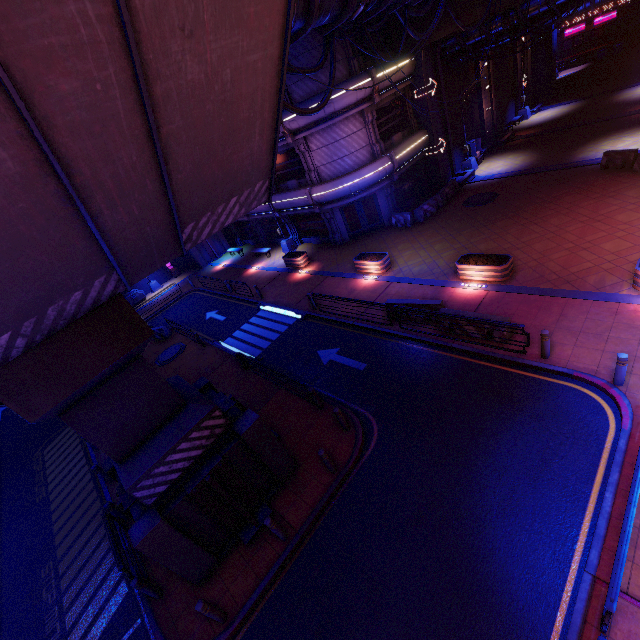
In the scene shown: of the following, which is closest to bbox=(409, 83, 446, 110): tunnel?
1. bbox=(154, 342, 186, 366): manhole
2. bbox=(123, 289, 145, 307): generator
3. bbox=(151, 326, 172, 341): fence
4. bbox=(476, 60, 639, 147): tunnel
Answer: bbox=(476, 60, 639, 147): tunnel

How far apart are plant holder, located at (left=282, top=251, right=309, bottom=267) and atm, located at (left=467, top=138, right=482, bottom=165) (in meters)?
16.10

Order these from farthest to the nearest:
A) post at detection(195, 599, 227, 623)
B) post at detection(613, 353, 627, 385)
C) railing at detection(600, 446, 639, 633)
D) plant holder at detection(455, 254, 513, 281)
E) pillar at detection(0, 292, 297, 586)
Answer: plant holder at detection(455, 254, 513, 281) → post at detection(613, 353, 627, 385) → post at detection(195, 599, 227, 623) → pillar at detection(0, 292, 297, 586) → railing at detection(600, 446, 639, 633)

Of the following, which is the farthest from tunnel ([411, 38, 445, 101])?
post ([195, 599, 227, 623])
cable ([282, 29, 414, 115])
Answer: post ([195, 599, 227, 623])

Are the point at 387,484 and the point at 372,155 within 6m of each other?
no

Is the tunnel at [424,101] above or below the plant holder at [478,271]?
above

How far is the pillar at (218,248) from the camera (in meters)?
33.56

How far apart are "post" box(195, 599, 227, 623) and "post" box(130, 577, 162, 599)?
2.2m
